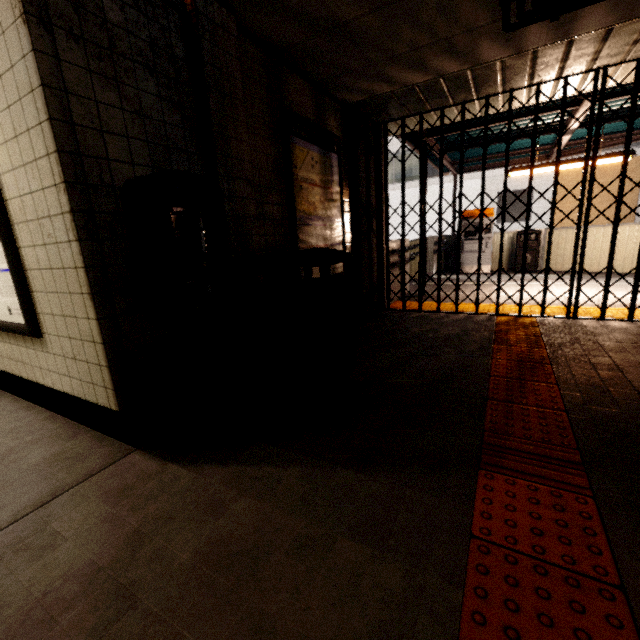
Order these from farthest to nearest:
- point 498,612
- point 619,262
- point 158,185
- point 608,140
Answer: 1. point 619,262
2. point 608,140
3. point 158,185
4. point 498,612

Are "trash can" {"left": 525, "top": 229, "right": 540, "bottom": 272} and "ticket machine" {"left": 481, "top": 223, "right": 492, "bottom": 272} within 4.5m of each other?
yes

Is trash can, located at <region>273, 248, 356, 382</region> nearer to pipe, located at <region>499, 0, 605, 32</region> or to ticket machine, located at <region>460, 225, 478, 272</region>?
pipe, located at <region>499, 0, 605, 32</region>

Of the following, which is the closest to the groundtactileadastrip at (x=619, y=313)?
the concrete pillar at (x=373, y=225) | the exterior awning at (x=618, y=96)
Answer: the concrete pillar at (x=373, y=225)

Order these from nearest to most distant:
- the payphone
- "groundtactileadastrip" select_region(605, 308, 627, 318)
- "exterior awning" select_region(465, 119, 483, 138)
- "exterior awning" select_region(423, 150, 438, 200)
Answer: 1. the payphone
2. "groundtactileadastrip" select_region(605, 308, 627, 318)
3. "exterior awning" select_region(465, 119, 483, 138)
4. "exterior awning" select_region(423, 150, 438, 200)

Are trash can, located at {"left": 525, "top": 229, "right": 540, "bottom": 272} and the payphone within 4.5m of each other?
no

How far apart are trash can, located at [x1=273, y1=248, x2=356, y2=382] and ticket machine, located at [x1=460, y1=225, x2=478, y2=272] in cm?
796

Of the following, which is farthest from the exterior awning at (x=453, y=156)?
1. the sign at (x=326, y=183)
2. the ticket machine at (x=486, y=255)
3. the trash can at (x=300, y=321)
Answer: the trash can at (x=300, y=321)
